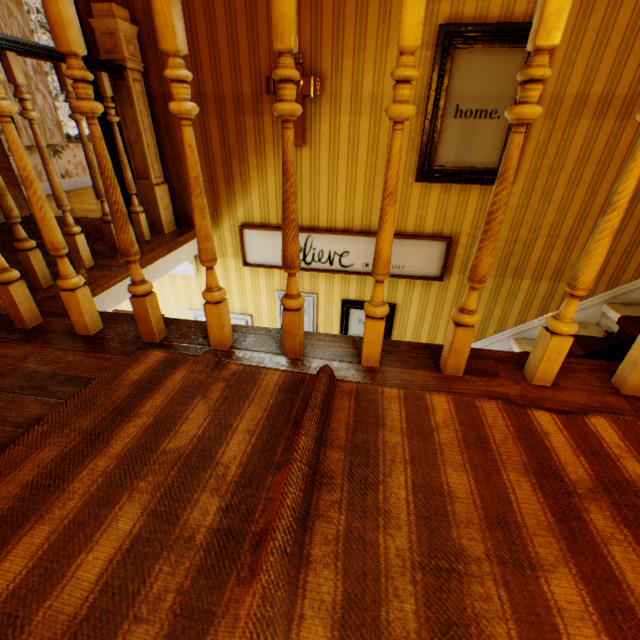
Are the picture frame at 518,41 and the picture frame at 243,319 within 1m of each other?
no

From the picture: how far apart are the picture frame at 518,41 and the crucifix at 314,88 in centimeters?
80cm

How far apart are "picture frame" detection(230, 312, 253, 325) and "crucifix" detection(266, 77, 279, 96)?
1.8 meters

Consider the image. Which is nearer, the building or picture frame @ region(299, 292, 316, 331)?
the building

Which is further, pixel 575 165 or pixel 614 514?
pixel 575 165

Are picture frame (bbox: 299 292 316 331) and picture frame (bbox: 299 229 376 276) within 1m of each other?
yes

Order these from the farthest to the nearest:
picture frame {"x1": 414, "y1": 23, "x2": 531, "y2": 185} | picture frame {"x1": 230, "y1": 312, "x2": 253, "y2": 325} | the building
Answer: picture frame {"x1": 230, "y1": 312, "x2": 253, "y2": 325}
picture frame {"x1": 414, "y1": 23, "x2": 531, "y2": 185}
the building
